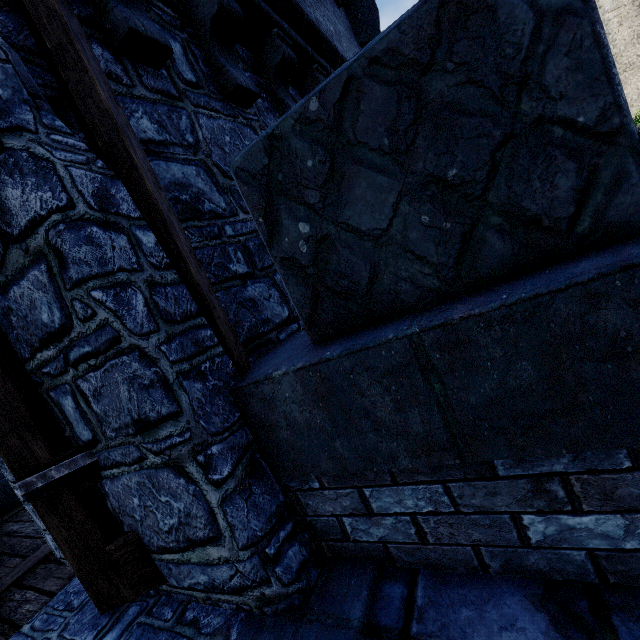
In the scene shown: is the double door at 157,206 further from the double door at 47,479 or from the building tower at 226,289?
the double door at 47,479

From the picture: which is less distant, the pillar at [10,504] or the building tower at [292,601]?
the building tower at [292,601]

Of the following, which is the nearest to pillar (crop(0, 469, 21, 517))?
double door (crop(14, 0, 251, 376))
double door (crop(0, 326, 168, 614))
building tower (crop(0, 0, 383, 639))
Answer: building tower (crop(0, 0, 383, 639))

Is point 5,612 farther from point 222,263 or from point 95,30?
point 95,30

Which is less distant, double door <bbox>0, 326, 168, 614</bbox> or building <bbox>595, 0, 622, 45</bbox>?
double door <bbox>0, 326, 168, 614</bbox>

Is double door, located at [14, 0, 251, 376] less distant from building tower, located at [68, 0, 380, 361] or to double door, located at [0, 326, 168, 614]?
building tower, located at [68, 0, 380, 361]

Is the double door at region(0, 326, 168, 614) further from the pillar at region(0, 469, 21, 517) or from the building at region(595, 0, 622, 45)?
the building at region(595, 0, 622, 45)

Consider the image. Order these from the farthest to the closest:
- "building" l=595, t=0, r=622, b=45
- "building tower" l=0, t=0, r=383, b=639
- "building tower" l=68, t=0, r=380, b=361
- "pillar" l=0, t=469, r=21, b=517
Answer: "building" l=595, t=0, r=622, b=45 → "pillar" l=0, t=469, r=21, b=517 → "building tower" l=68, t=0, r=380, b=361 → "building tower" l=0, t=0, r=383, b=639
